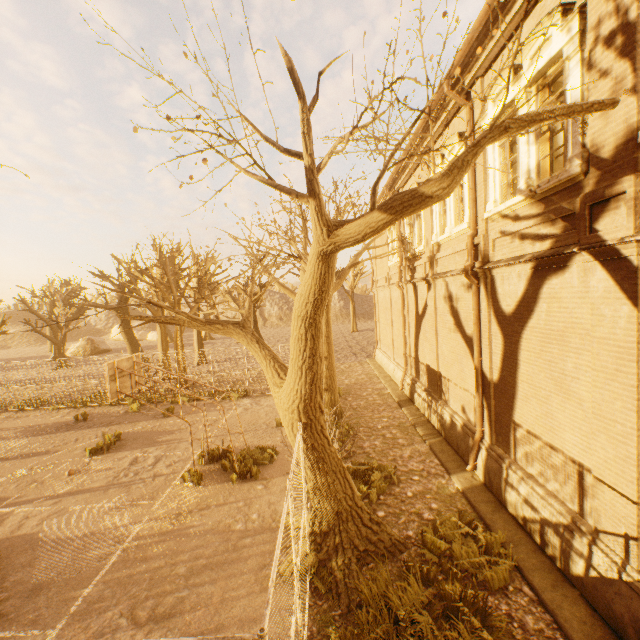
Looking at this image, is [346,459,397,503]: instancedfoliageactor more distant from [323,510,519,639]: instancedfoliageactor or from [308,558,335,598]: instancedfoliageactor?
[308,558,335,598]: instancedfoliageactor

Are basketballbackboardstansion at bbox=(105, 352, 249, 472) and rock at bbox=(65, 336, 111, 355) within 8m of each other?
no

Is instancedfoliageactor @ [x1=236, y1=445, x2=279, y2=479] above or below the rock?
below

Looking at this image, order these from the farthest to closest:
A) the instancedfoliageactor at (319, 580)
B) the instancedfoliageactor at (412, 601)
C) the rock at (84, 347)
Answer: the rock at (84, 347)
the instancedfoliageactor at (319, 580)
the instancedfoliageactor at (412, 601)

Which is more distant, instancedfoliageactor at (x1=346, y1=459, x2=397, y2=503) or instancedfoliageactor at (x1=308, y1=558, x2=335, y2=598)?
instancedfoliageactor at (x1=346, y1=459, x2=397, y2=503)

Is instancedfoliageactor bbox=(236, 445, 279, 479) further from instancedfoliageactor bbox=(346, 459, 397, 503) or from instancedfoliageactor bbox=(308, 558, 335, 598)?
instancedfoliageactor bbox=(308, 558, 335, 598)

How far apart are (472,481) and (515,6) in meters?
10.9

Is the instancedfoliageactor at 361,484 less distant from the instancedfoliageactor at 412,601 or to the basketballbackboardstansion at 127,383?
the instancedfoliageactor at 412,601
